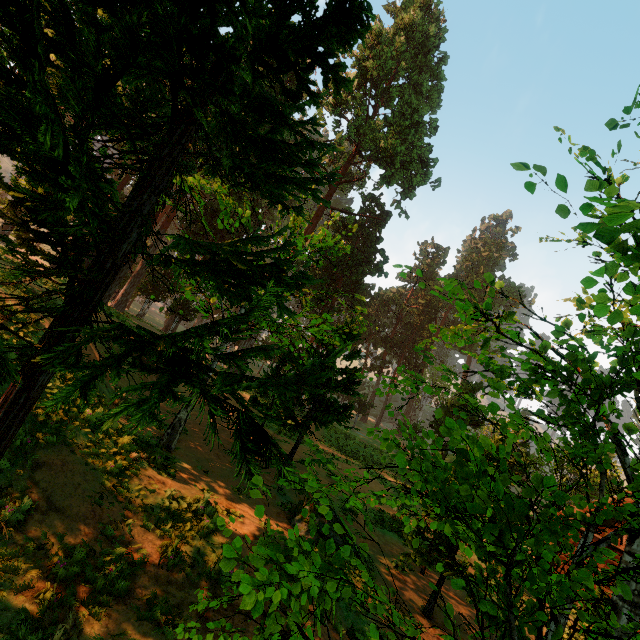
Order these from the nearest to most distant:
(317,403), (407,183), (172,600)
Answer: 1. (172,600)
2. (317,403)
3. (407,183)

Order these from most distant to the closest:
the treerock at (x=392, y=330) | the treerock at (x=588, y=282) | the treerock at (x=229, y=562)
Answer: the treerock at (x=588, y=282) → the treerock at (x=392, y=330) → the treerock at (x=229, y=562)

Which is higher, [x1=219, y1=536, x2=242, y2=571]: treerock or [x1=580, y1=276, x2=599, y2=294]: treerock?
[x1=580, y1=276, x2=599, y2=294]: treerock

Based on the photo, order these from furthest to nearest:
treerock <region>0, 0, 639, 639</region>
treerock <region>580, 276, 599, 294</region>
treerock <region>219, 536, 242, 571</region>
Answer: treerock <region>580, 276, 599, 294</region>
treerock <region>0, 0, 639, 639</region>
treerock <region>219, 536, 242, 571</region>

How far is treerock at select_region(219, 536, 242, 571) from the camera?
2.0 meters

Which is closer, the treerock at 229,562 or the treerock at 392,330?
the treerock at 229,562
